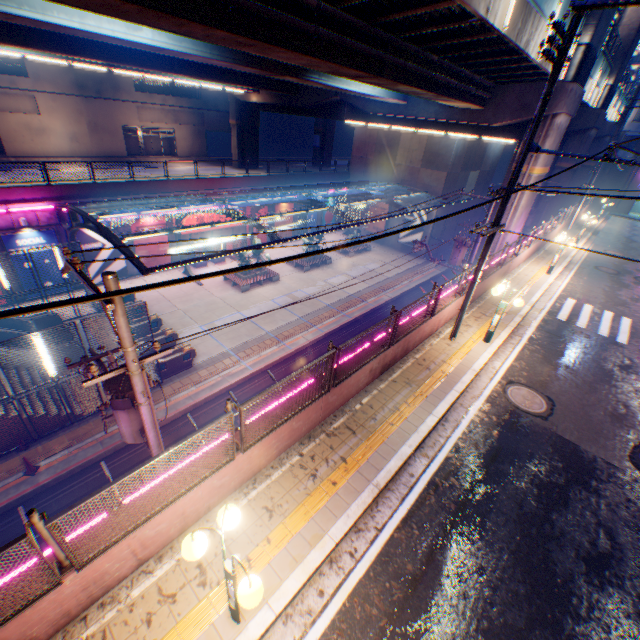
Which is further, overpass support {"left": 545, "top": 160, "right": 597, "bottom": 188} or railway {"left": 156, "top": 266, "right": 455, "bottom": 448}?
overpass support {"left": 545, "top": 160, "right": 597, "bottom": 188}

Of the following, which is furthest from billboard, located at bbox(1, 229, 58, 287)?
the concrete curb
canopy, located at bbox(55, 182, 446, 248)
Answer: the concrete curb

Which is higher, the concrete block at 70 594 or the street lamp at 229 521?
the street lamp at 229 521

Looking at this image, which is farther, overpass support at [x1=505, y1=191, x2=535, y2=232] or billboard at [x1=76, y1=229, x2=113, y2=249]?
billboard at [x1=76, y1=229, x2=113, y2=249]

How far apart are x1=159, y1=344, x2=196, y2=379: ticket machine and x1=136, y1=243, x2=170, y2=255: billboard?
12.2 meters

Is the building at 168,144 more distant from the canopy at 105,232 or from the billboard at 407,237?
the billboard at 407,237

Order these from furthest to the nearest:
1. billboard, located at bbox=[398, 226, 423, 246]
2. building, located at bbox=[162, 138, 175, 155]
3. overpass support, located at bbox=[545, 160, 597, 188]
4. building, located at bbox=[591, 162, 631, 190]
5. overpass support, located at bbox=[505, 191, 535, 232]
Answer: building, located at bbox=[162, 138, 175, 155] → building, located at bbox=[591, 162, 631, 190] → billboard, located at bbox=[398, 226, 423, 246] → overpass support, located at bbox=[545, 160, 597, 188] → overpass support, located at bbox=[505, 191, 535, 232]

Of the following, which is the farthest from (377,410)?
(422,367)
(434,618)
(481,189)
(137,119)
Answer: (137,119)
